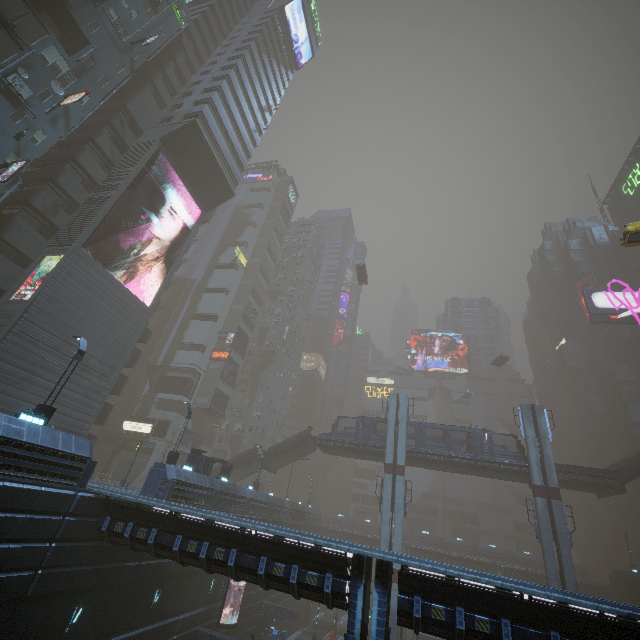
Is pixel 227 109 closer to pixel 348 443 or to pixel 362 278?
pixel 362 278

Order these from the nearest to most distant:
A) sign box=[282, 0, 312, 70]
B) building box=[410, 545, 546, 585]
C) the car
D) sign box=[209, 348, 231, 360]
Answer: building box=[410, 545, 546, 585] → the car → sign box=[282, 0, 312, 70] → sign box=[209, 348, 231, 360]

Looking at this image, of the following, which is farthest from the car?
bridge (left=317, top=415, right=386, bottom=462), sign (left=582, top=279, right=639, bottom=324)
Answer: sign (left=582, top=279, right=639, bottom=324)

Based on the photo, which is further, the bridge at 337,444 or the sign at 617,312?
the sign at 617,312

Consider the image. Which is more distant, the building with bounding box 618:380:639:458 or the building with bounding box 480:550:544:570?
the building with bounding box 480:550:544:570

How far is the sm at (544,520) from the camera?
27.14m

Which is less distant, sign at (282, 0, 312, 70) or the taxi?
the taxi

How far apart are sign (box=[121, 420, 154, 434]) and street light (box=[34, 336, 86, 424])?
32.7 meters
